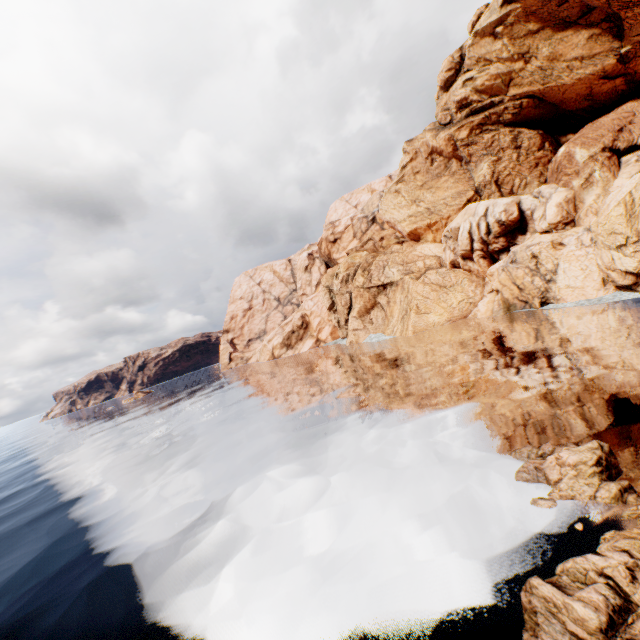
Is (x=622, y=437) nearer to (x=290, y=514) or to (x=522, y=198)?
(x=290, y=514)

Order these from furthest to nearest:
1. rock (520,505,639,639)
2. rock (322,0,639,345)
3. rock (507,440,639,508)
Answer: rock (322,0,639,345)
rock (507,440,639,508)
rock (520,505,639,639)

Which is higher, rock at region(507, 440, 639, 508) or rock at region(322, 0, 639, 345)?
rock at region(322, 0, 639, 345)

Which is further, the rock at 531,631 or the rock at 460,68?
the rock at 460,68

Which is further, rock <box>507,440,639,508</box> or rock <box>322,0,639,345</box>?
rock <box>322,0,639,345</box>

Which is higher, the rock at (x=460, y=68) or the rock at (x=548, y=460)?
the rock at (x=460, y=68)
